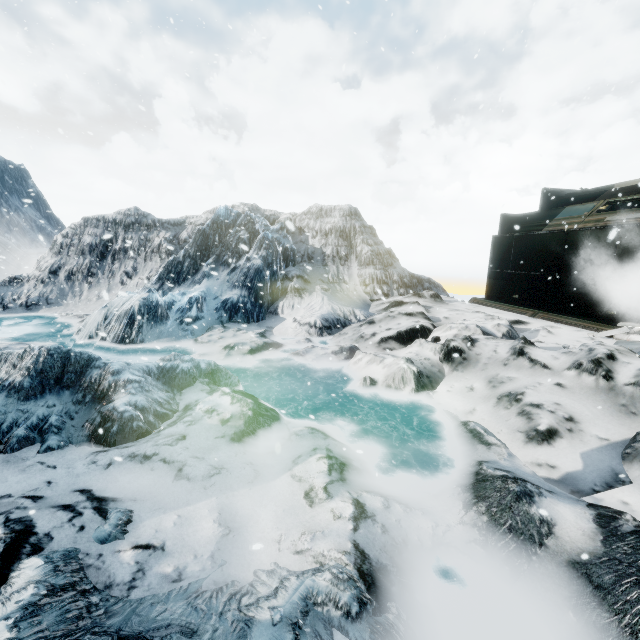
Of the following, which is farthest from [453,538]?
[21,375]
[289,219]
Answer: [289,219]
